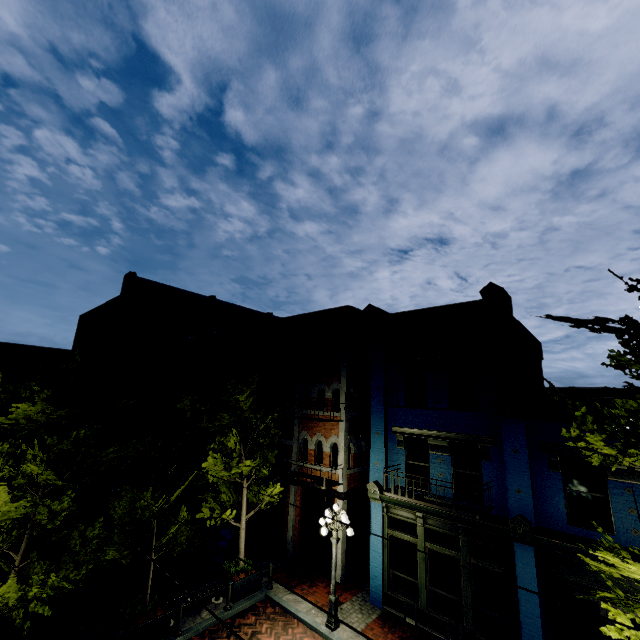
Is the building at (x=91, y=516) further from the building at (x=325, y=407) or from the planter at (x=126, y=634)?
the planter at (x=126, y=634)

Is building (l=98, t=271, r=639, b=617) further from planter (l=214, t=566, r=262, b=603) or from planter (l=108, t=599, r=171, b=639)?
planter (l=108, t=599, r=171, b=639)

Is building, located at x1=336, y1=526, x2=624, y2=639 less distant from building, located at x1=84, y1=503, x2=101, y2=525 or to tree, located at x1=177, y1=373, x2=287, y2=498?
tree, located at x1=177, y1=373, x2=287, y2=498

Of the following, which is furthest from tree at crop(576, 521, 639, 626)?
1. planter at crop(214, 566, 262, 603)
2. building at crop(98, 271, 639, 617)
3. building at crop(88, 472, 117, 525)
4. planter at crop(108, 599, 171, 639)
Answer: building at crop(88, 472, 117, 525)

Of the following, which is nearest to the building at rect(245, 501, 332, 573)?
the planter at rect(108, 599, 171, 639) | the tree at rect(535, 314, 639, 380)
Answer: the tree at rect(535, 314, 639, 380)

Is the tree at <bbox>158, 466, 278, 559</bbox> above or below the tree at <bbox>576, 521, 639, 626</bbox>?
below

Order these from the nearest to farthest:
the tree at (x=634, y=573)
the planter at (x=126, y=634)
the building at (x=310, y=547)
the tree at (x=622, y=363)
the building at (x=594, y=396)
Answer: the tree at (x=634, y=573) < the tree at (x=622, y=363) < the building at (x=594, y=396) < the planter at (x=126, y=634) < the building at (x=310, y=547)

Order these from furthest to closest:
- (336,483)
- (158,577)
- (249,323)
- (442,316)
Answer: (249,323) → (336,483) → (158,577) → (442,316)
